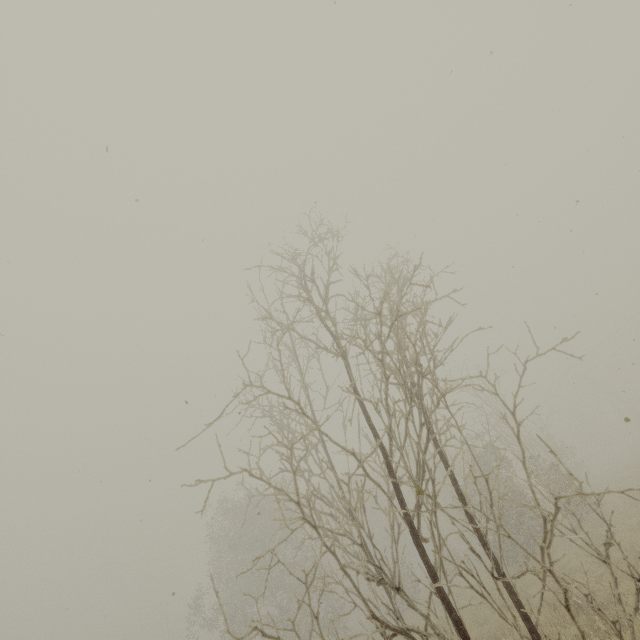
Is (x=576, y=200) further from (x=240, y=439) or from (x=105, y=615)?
(x=240, y=439)
